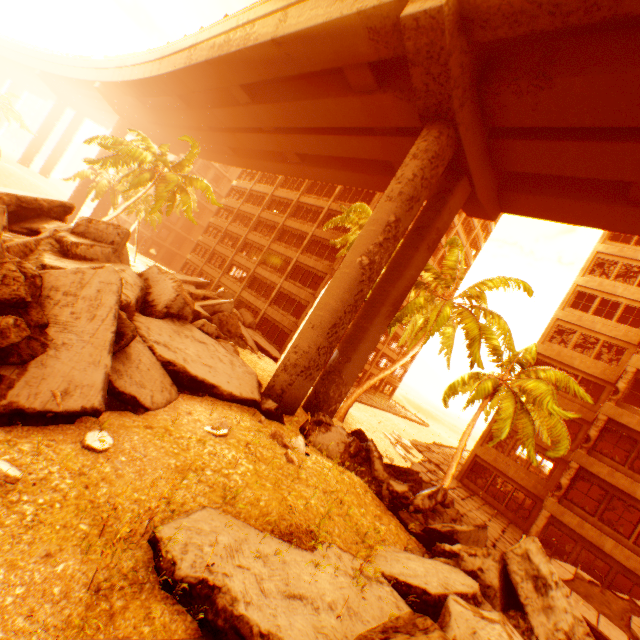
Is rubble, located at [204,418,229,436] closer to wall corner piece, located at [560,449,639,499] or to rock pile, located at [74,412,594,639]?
rock pile, located at [74,412,594,639]

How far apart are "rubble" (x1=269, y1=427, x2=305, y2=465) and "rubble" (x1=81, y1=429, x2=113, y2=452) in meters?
4.4 m

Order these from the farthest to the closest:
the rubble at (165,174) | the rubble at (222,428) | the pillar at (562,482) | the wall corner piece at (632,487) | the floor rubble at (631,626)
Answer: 1. the rubble at (165,174)
2. the pillar at (562,482)
3. the wall corner piece at (632,487)
4. the floor rubble at (631,626)
5. the rubble at (222,428)

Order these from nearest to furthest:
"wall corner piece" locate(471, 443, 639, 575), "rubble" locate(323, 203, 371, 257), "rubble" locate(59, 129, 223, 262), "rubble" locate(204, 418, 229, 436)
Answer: "rubble" locate(204, 418, 229, 436)
"wall corner piece" locate(471, 443, 639, 575)
"rubble" locate(323, 203, 371, 257)
"rubble" locate(59, 129, 223, 262)

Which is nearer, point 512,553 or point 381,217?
point 512,553

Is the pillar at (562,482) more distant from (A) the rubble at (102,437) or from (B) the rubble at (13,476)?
(B) the rubble at (13,476)

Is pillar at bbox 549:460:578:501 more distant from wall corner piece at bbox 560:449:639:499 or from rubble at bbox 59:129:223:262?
rubble at bbox 59:129:223:262

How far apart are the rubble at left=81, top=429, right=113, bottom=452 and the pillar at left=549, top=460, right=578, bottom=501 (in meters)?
21.15
